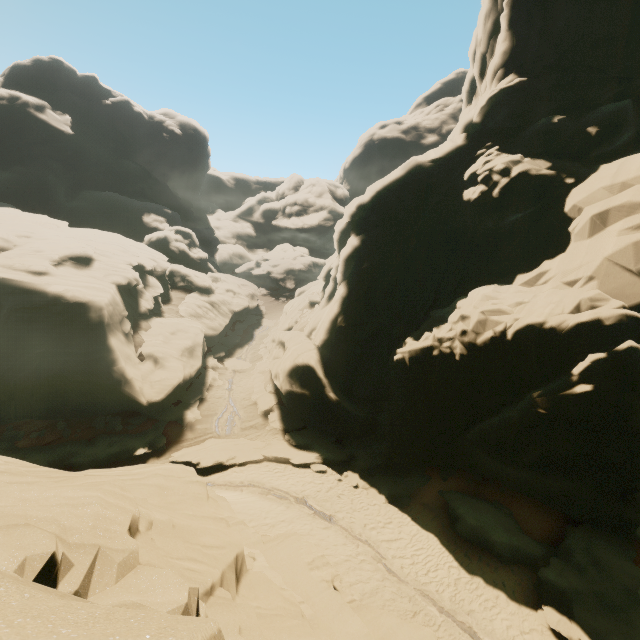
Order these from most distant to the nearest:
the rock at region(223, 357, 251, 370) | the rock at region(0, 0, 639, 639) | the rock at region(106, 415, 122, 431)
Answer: the rock at region(223, 357, 251, 370), the rock at region(106, 415, 122, 431), the rock at region(0, 0, 639, 639)

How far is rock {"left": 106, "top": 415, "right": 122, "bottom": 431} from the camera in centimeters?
2102cm

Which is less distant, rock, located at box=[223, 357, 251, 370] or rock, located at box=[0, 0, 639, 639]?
rock, located at box=[0, 0, 639, 639]

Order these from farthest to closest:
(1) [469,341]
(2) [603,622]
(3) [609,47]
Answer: (3) [609,47] → (1) [469,341] → (2) [603,622]

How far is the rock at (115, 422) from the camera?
21.02m

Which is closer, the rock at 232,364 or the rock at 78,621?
the rock at 78,621

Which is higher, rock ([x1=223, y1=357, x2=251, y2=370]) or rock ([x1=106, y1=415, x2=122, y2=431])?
rock ([x1=223, y1=357, x2=251, y2=370])
